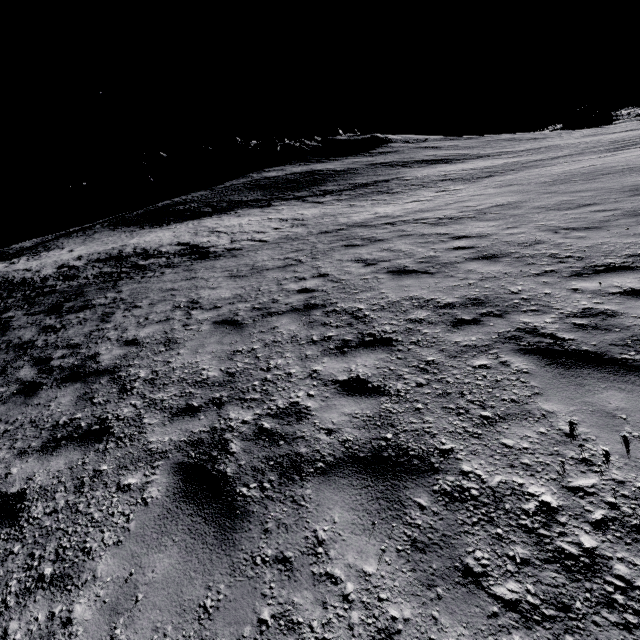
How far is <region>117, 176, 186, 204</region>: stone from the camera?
55.5 meters

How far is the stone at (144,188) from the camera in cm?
5550

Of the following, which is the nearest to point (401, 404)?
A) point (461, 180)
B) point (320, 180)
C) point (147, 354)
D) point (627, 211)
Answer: point (147, 354)

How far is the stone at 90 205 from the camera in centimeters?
5522cm

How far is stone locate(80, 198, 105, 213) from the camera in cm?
5522
